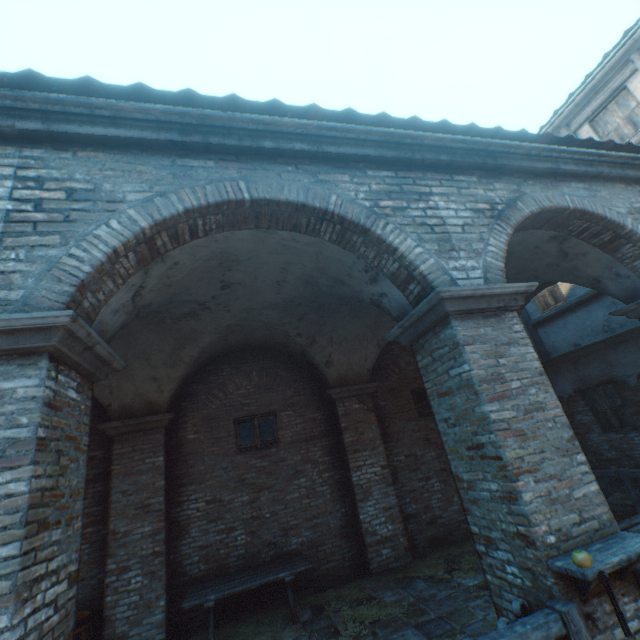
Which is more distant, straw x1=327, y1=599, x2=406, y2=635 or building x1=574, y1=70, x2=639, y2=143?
building x1=574, y1=70, x2=639, y2=143

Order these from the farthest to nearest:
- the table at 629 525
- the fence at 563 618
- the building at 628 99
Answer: the building at 628 99 < the table at 629 525 < the fence at 563 618

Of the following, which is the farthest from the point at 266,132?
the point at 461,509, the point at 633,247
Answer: the point at 461,509

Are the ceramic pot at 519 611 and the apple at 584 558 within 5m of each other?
yes

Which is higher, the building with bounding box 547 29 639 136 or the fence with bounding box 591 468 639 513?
the building with bounding box 547 29 639 136

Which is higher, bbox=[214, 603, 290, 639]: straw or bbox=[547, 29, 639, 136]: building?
bbox=[547, 29, 639, 136]: building

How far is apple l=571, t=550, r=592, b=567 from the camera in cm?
259

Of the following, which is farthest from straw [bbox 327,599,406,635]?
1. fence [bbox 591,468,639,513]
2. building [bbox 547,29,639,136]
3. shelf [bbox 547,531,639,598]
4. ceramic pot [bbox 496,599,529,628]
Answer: fence [bbox 591,468,639,513]
